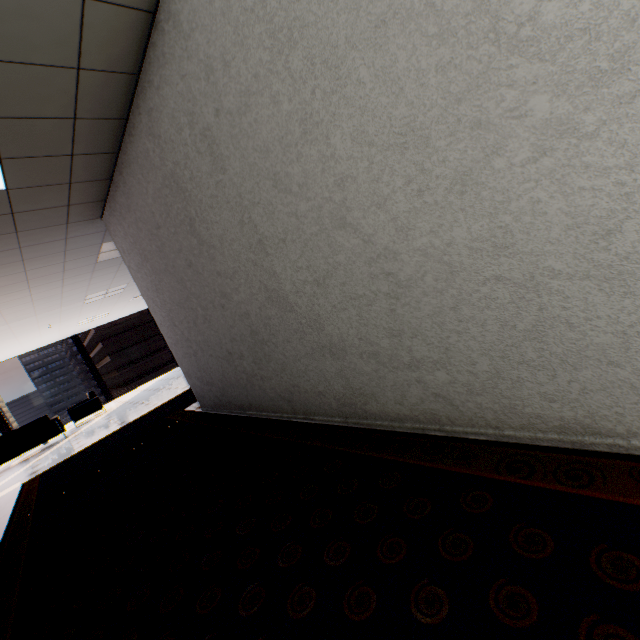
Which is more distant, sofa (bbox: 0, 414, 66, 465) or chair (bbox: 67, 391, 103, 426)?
chair (bbox: 67, 391, 103, 426)

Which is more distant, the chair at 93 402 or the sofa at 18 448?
the chair at 93 402

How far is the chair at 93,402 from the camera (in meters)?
9.51

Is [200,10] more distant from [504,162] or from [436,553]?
[436,553]

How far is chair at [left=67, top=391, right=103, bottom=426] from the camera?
9.5 meters
